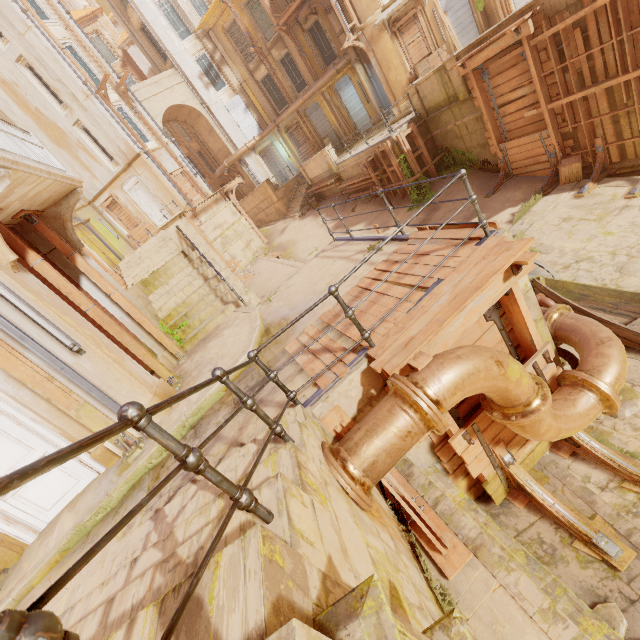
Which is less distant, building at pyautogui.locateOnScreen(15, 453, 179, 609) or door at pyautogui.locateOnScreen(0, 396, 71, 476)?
building at pyautogui.locateOnScreen(15, 453, 179, 609)

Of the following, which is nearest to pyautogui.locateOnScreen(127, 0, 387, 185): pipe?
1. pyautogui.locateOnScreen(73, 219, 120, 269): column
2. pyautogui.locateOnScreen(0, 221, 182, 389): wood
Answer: pyautogui.locateOnScreen(73, 219, 120, 269): column

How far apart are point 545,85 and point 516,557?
12.67m

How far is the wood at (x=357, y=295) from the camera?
5.2 meters

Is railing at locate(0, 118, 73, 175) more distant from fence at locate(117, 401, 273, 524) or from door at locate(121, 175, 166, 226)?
door at locate(121, 175, 166, 226)

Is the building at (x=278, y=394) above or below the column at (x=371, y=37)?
below

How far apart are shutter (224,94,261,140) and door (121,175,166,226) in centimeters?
969cm

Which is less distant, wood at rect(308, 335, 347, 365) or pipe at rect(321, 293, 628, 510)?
pipe at rect(321, 293, 628, 510)
